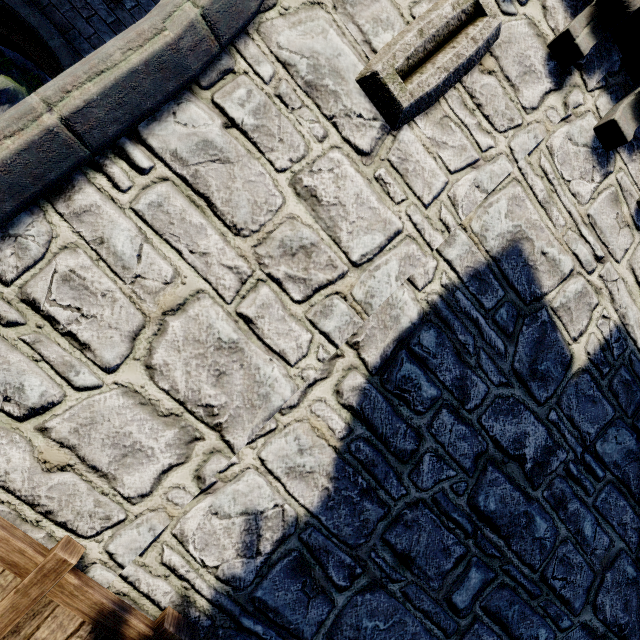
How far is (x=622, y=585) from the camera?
3.82m
